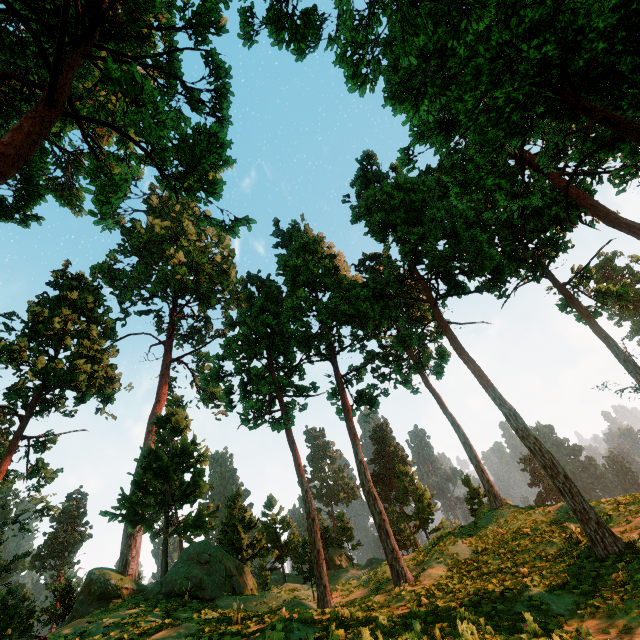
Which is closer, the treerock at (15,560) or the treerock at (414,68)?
the treerock at (414,68)

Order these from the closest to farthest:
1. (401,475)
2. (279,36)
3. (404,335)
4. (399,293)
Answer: (279,36), (404,335), (399,293), (401,475)

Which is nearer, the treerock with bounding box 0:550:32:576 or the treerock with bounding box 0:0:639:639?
the treerock with bounding box 0:0:639:639
